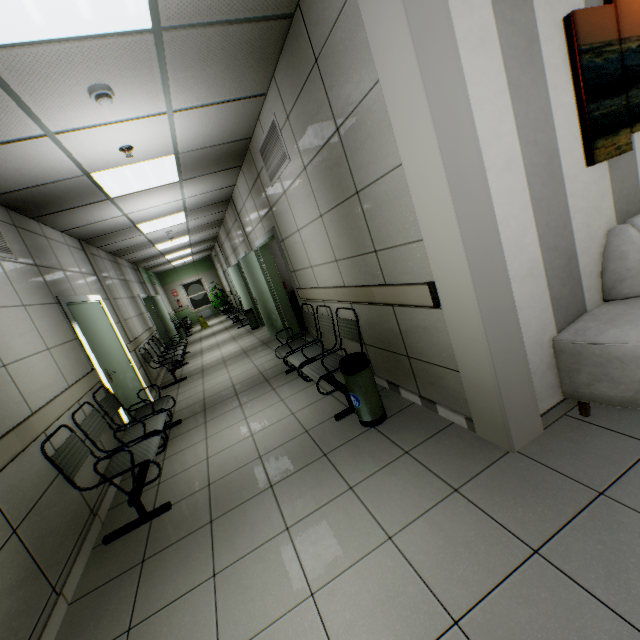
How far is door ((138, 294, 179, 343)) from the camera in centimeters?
1106cm

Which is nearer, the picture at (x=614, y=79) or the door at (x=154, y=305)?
the picture at (x=614, y=79)

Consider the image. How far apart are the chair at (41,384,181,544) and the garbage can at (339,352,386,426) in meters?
1.8 m

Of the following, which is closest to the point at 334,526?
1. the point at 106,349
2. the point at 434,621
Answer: the point at 434,621

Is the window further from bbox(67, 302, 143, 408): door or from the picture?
the picture

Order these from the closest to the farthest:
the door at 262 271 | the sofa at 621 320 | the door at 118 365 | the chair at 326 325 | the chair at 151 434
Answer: the sofa at 621 320 < the chair at 151 434 < the chair at 326 325 < the door at 118 365 < the door at 262 271

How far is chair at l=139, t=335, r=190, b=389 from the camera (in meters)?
6.79

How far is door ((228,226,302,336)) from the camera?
5.7m
